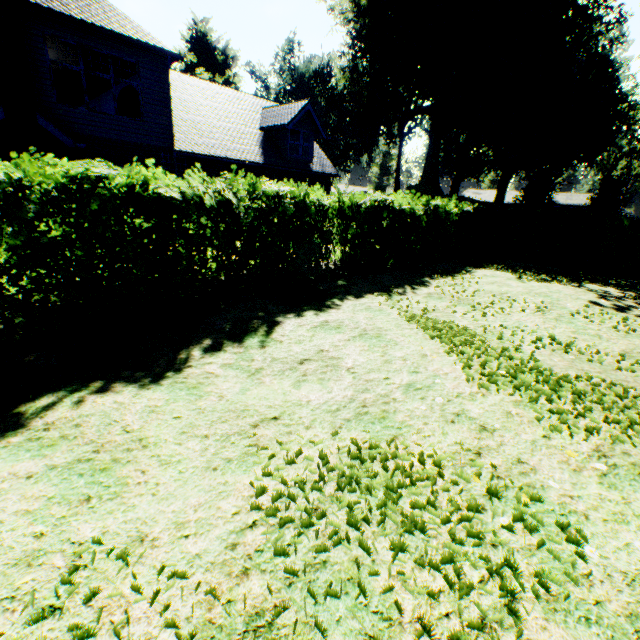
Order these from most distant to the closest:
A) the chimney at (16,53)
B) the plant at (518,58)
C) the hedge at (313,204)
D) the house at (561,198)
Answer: →
1. the house at (561,198)
2. the plant at (518,58)
3. the chimney at (16,53)
4. the hedge at (313,204)

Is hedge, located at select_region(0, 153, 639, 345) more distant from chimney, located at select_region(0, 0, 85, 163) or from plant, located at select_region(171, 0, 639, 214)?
plant, located at select_region(171, 0, 639, 214)

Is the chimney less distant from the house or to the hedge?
the hedge

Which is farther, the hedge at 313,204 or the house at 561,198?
the house at 561,198

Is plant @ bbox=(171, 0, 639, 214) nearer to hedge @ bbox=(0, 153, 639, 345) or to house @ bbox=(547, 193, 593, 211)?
house @ bbox=(547, 193, 593, 211)

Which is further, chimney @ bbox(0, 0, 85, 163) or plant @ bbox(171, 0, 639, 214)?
plant @ bbox(171, 0, 639, 214)

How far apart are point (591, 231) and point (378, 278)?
11.4m
